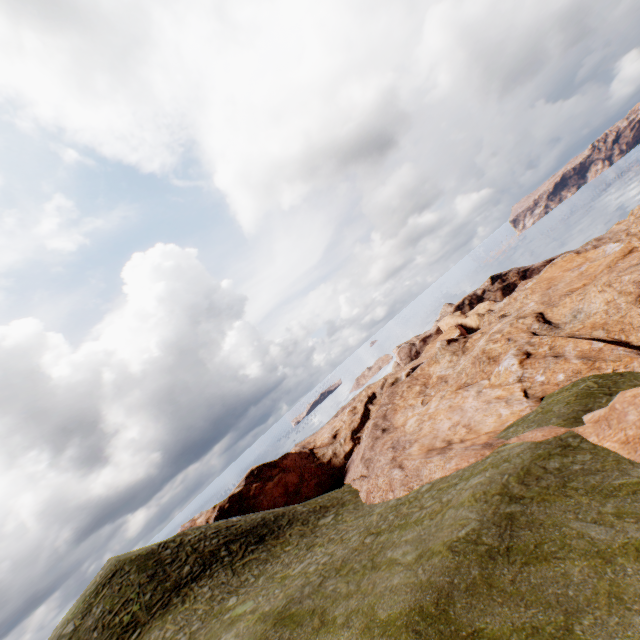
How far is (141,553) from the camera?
26.39m
